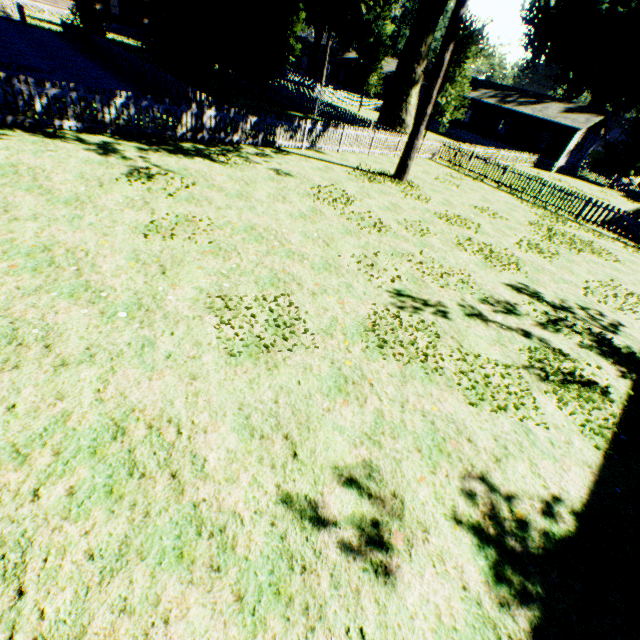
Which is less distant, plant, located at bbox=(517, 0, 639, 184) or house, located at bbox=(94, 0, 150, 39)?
plant, located at bbox=(517, 0, 639, 184)

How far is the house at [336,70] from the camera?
56.2m

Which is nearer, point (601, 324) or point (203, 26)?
point (601, 324)

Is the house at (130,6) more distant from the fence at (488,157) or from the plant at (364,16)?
the plant at (364,16)

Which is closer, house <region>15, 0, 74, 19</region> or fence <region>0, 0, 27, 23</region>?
fence <region>0, 0, 27, 23</region>

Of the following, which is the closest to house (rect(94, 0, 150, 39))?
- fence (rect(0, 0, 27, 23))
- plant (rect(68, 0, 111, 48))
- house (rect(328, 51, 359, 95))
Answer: fence (rect(0, 0, 27, 23))

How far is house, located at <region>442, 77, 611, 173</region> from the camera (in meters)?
34.44

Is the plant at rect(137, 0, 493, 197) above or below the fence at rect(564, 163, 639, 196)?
above
